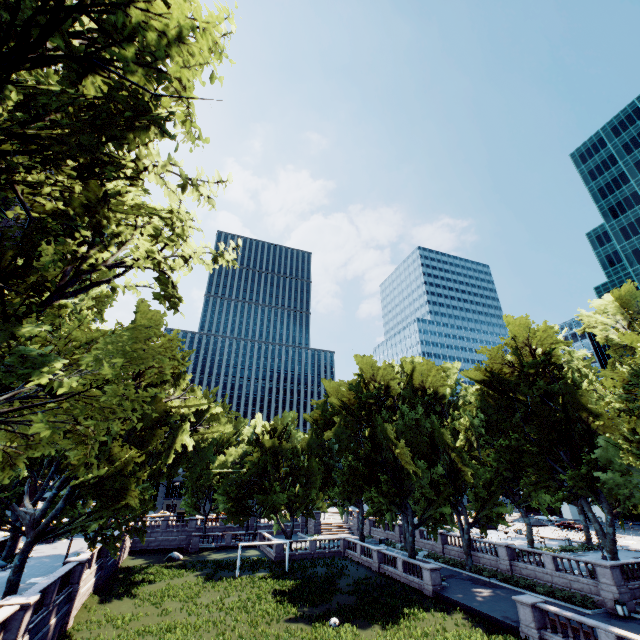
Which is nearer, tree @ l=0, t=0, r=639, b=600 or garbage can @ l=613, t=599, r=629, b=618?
tree @ l=0, t=0, r=639, b=600

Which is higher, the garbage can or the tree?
the tree

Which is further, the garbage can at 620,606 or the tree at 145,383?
the garbage can at 620,606

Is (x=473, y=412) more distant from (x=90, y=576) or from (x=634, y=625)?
(x=90, y=576)

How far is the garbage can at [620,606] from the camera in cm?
2389

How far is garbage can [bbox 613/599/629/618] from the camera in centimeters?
2389cm
